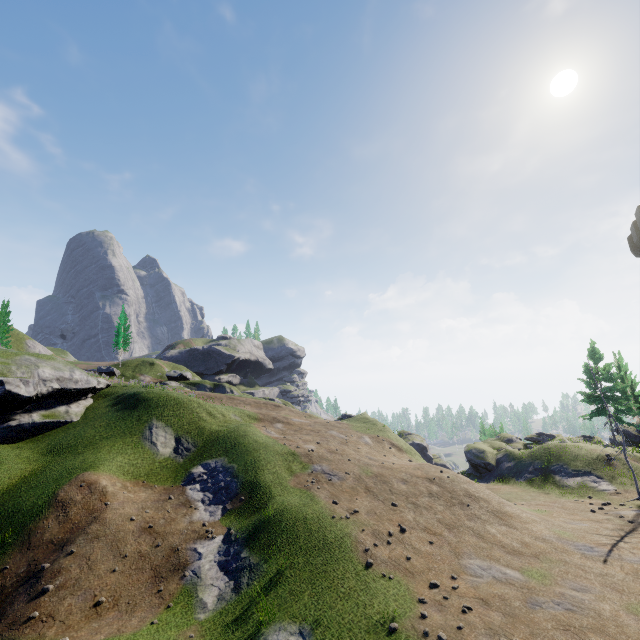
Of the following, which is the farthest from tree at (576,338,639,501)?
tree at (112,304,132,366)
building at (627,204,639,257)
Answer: tree at (112,304,132,366)

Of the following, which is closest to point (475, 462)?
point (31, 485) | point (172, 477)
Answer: point (172, 477)

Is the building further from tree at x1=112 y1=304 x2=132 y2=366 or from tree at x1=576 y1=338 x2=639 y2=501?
tree at x1=112 y1=304 x2=132 y2=366

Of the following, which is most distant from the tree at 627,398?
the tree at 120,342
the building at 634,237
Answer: the tree at 120,342

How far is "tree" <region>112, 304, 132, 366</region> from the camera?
53.53m

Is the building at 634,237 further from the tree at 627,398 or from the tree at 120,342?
the tree at 120,342
